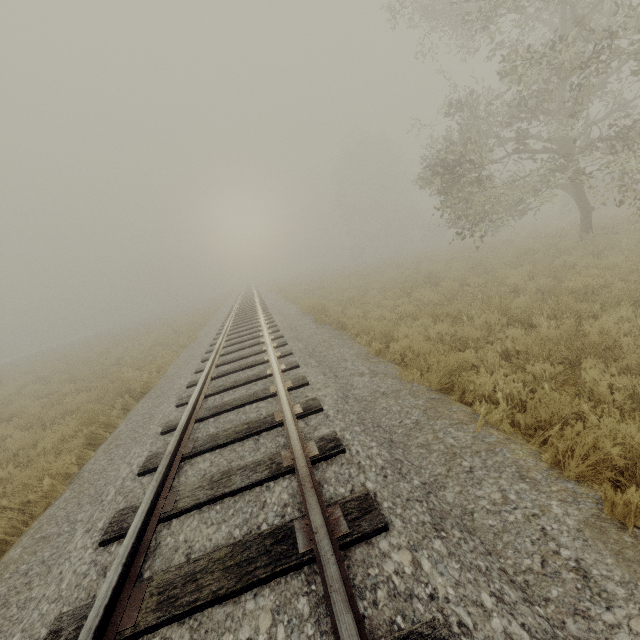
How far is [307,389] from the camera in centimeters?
535cm
